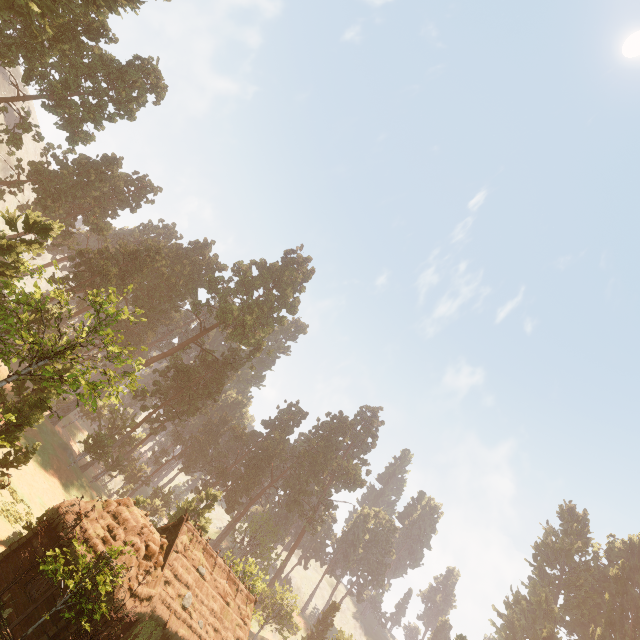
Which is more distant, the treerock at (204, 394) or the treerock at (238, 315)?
the treerock at (238, 315)

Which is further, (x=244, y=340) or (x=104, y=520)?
(x=244, y=340)

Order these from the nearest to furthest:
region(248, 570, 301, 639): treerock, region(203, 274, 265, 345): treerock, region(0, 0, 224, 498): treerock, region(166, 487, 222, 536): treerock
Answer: region(0, 0, 224, 498): treerock < region(248, 570, 301, 639): treerock < region(166, 487, 222, 536): treerock < region(203, 274, 265, 345): treerock

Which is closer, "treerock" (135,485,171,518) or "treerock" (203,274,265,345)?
"treerock" (135,485,171,518)

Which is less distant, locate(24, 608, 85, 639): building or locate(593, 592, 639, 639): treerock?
locate(24, 608, 85, 639): building

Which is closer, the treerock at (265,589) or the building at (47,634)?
the building at (47,634)

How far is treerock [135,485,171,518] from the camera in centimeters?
3313cm
